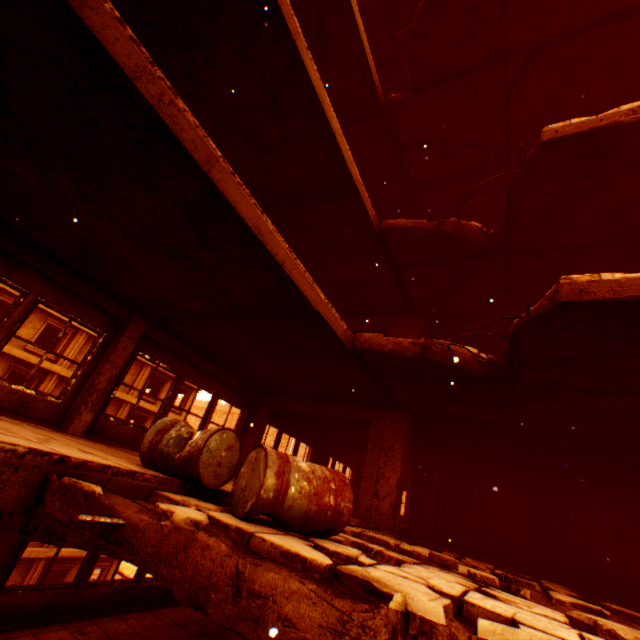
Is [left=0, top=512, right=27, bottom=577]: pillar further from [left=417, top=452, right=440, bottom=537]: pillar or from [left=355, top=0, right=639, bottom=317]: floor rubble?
[left=417, top=452, right=440, bottom=537]: pillar

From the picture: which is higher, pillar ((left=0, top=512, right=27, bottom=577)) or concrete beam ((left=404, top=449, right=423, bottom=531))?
concrete beam ((left=404, top=449, right=423, bottom=531))

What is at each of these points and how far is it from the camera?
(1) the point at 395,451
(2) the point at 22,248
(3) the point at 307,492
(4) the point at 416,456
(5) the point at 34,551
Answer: (1) pillar, 8.0m
(2) wall corner piece, 5.6m
(3) metal barrel, 2.5m
(4) concrete beam, 12.3m
(5) wall corner piece, 18.0m

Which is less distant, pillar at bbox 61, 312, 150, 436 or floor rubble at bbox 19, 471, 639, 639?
floor rubble at bbox 19, 471, 639, 639

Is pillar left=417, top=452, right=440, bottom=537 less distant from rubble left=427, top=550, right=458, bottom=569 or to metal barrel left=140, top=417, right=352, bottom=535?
rubble left=427, top=550, right=458, bottom=569

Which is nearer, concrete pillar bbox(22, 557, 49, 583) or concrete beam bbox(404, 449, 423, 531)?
concrete beam bbox(404, 449, 423, 531)

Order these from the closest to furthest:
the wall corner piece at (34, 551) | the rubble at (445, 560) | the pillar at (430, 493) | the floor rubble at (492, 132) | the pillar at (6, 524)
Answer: the rubble at (445, 560), the pillar at (6, 524), the floor rubble at (492, 132), the pillar at (430, 493), the wall corner piece at (34, 551)

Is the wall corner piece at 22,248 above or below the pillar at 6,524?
above
